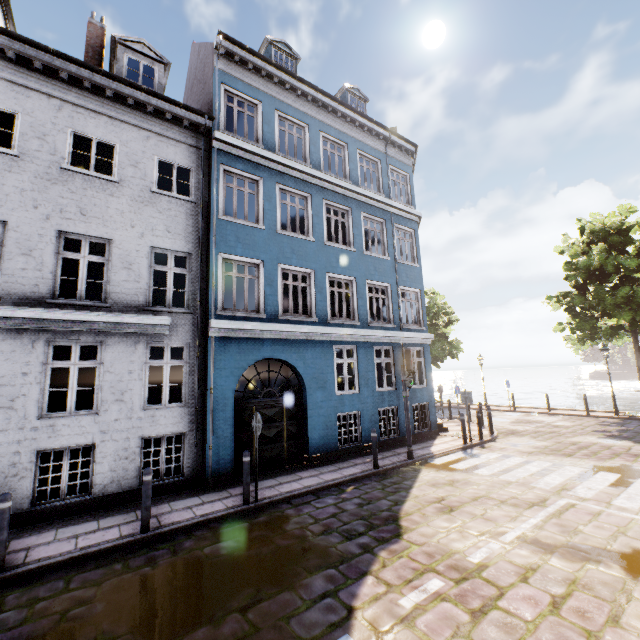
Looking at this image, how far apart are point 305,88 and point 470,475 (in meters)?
14.66

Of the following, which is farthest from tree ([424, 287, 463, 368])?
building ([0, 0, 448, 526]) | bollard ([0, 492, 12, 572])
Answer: bollard ([0, 492, 12, 572])

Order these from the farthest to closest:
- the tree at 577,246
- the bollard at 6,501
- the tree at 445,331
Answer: the tree at 445,331 < the tree at 577,246 < the bollard at 6,501

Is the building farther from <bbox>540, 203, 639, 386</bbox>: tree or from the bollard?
<bbox>540, 203, 639, 386</bbox>: tree

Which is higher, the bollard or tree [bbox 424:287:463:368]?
tree [bbox 424:287:463:368]

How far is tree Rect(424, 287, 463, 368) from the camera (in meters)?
25.89

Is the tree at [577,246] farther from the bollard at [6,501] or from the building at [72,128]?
the bollard at [6,501]
